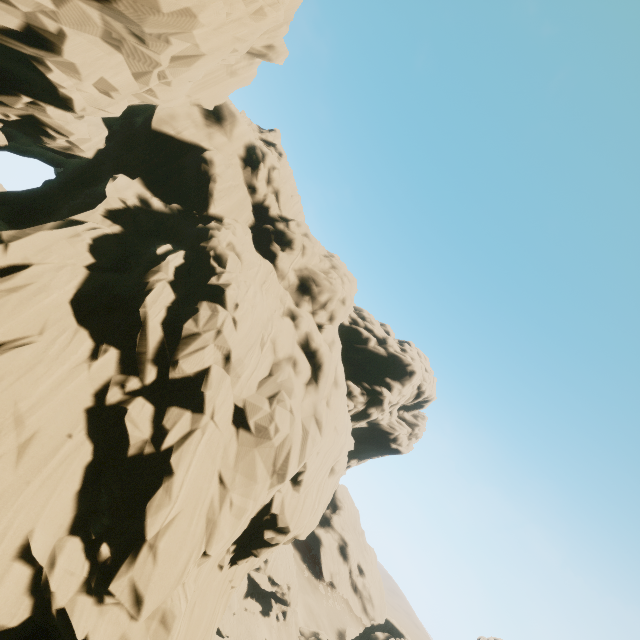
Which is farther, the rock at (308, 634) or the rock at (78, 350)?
the rock at (308, 634)

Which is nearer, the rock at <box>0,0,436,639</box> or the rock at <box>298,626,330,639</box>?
the rock at <box>0,0,436,639</box>

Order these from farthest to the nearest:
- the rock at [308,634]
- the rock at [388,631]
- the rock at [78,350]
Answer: the rock at [388,631] < the rock at [308,634] < the rock at [78,350]

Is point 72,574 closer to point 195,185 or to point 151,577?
point 151,577

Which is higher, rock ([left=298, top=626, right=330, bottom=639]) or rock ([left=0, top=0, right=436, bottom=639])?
rock ([left=0, top=0, right=436, bottom=639])

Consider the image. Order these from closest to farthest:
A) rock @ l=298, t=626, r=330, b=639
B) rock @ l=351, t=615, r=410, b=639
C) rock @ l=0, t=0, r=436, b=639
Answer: rock @ l=0, t=0, r=436, b=639 → rock @ l=298, t=626, r=330, b=639 → rock @ l=351, t=615, r=410, b=639
